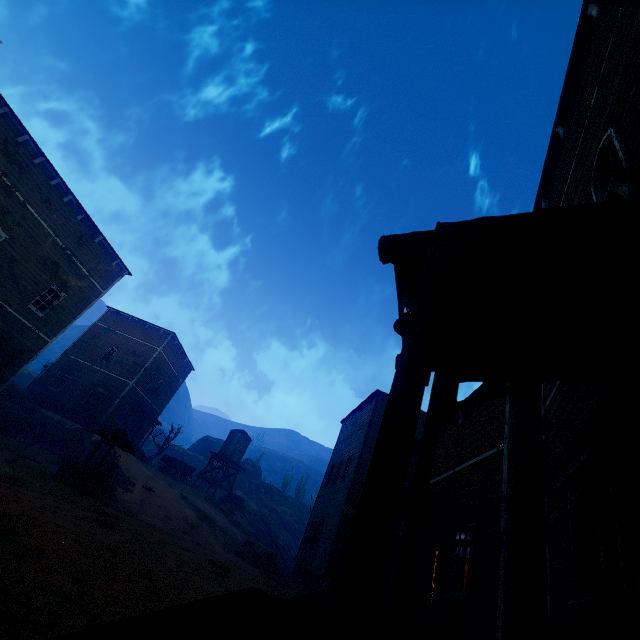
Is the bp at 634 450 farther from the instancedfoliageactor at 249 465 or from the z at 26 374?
the instancedfoliageactor at 249 465

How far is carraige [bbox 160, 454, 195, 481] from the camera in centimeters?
3075cm

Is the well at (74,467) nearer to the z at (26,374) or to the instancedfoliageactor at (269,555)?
the z at (26,374)

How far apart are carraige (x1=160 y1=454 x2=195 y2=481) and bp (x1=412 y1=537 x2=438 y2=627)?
27.69m

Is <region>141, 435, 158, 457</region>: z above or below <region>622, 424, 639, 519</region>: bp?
above

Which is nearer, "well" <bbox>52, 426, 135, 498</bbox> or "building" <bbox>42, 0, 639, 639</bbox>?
"building" <bbox>42, 0, 639, 639</bbox>

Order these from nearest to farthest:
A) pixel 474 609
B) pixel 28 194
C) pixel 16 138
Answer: pixel 474 609
pixel 16 138
pixel 28 194

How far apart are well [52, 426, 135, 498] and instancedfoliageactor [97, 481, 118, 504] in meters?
0.8
